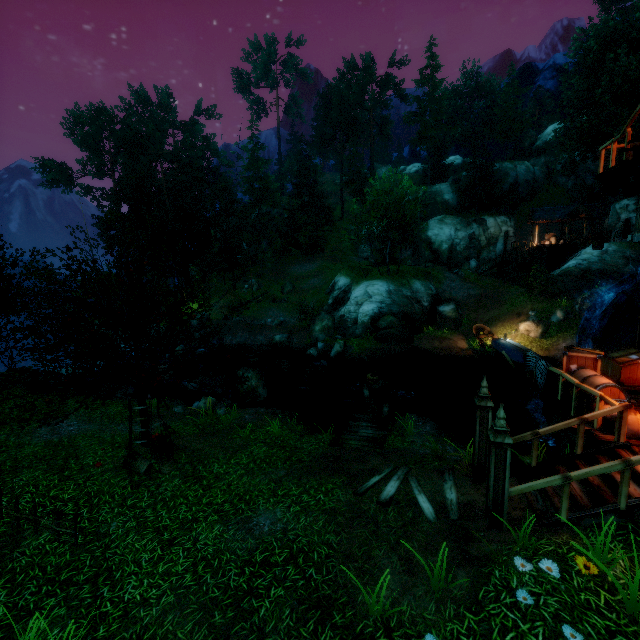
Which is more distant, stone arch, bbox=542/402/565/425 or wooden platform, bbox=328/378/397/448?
wooden platform, bbox=328/378/397/448

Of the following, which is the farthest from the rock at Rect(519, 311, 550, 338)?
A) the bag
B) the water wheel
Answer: the bag

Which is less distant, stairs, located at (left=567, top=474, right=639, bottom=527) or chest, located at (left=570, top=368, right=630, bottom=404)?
stairs, located at (left=567, top=474, right=639, bottom=527)

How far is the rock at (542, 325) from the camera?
23.2m

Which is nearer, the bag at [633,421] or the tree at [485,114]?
the bag at [633,421]

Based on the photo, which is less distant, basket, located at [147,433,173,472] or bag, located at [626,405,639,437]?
bag, located at [626,405,639,437]

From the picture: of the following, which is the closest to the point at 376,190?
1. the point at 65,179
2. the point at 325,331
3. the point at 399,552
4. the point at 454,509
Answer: the point at 325,331

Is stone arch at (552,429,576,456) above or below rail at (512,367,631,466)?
below
